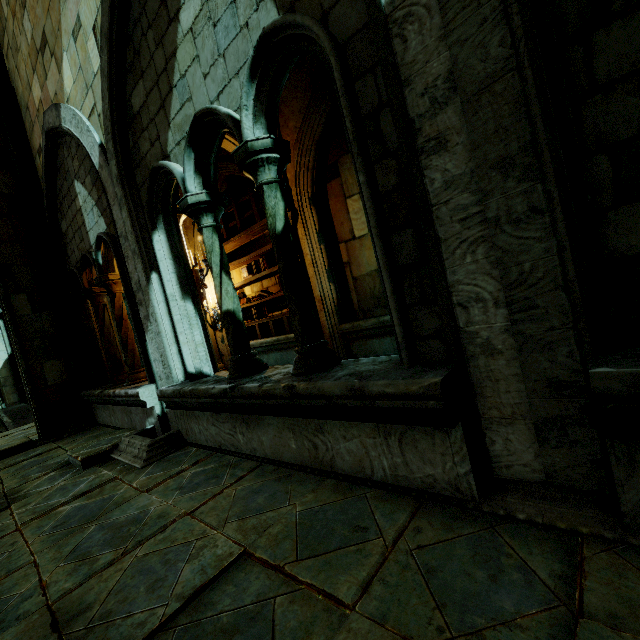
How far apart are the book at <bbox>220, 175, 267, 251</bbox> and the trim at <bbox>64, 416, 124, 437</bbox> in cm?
508

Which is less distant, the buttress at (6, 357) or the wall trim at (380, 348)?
the wall trim at (380, 348)

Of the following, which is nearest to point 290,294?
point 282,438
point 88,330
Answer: point 282,438

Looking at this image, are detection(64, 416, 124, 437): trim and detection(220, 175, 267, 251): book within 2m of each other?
no

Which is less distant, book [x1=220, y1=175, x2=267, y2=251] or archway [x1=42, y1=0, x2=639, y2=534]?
archway [x1=42, y1=0, x2=639, y2=534]

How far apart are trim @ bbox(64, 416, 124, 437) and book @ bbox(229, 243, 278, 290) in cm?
416

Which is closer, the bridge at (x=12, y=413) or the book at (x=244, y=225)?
the book at (x=244, y=225)

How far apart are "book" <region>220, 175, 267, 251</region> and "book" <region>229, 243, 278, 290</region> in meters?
0.8
